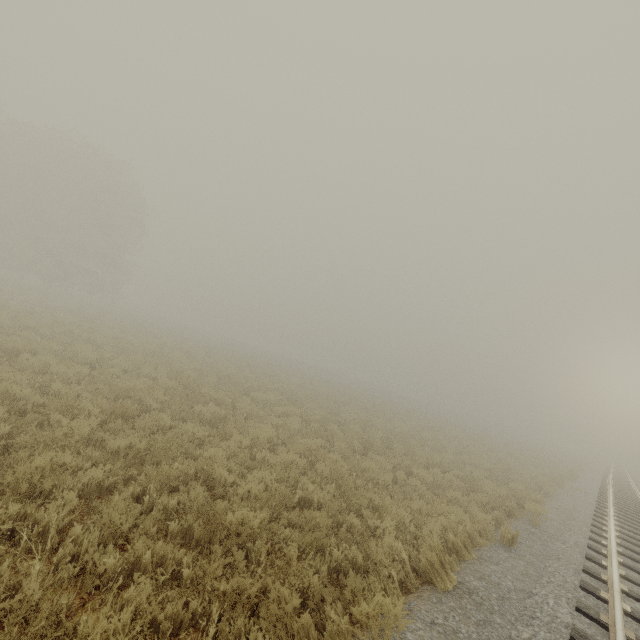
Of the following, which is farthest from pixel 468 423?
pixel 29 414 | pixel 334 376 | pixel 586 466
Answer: pixel 29 414
